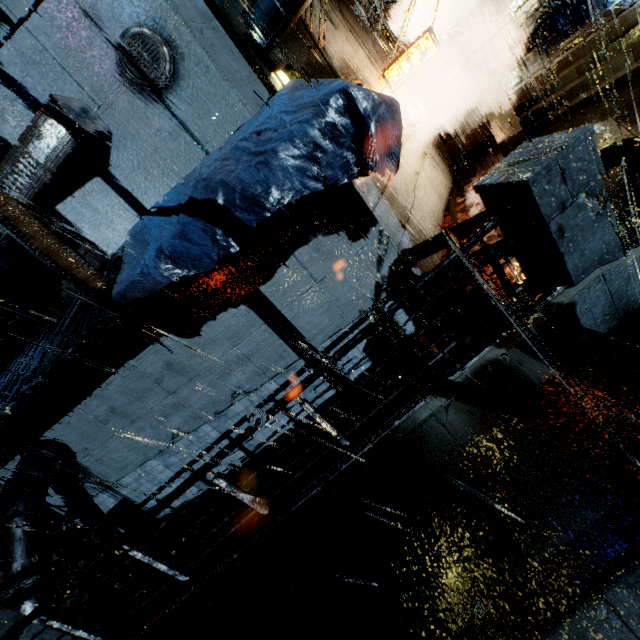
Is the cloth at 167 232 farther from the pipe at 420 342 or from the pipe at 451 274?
the pipe at 420 342

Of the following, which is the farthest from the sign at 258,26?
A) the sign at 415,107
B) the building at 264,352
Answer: the sign at 415,107

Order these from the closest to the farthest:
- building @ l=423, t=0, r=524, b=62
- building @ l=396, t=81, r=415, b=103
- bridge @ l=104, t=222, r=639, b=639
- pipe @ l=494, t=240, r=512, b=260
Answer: bridge @ l=104, t=222, r=639, b=639, pipe @ l=494, t=240, r=512, b=260, building @ l=396, t=81, r=415, b=103, building @ l=423, t=0, r=524, b=62

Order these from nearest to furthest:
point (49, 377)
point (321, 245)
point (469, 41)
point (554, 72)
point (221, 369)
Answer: point (49, 377), point (321, 245), point (221, 369), point (554, 72), point (469, 41)

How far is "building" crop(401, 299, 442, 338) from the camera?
6.86m

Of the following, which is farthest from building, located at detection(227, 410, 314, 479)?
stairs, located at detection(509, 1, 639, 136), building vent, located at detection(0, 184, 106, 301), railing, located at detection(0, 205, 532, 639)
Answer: railing, located at detection(0, 205, 532, 639)

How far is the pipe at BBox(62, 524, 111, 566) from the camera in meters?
10.5

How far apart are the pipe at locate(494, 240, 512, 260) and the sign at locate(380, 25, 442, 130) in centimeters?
676cm
